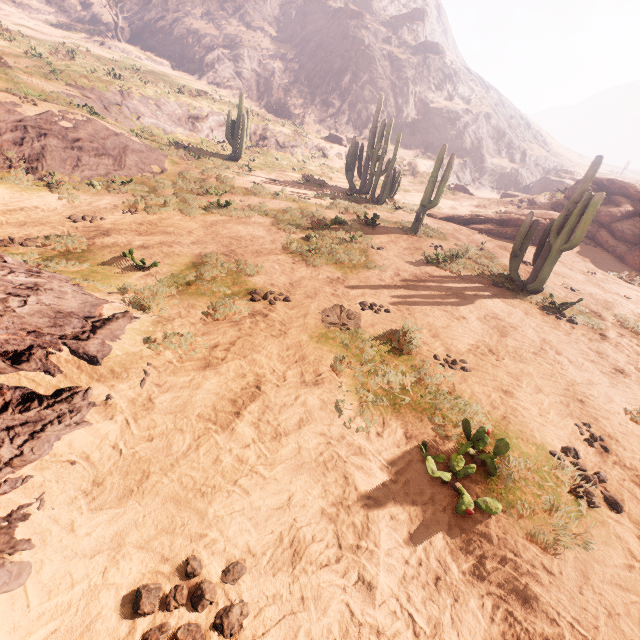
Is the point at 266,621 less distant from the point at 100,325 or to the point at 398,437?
the point at 398,437

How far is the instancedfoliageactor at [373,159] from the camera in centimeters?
1795cm

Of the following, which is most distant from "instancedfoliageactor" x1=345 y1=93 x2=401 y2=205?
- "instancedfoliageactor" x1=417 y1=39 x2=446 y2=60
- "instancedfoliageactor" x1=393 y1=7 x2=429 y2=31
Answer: "instancedfoliageactor" x1=393 y1=7 x2=429 y2=31

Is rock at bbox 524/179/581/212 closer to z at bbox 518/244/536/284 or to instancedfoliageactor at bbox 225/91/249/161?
z at bbox 518/244/536/284

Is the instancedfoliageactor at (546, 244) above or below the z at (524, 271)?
above

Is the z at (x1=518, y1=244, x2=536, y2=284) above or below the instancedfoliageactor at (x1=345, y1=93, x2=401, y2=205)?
below

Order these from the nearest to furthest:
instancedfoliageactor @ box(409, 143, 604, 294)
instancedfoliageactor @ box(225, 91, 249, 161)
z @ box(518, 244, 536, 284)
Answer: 1. instancedfoliageactor @ box(409, 143, 604, 294)
2. z @ box(518, 244, 536, 284)
3. instancedfoliageactor @ box(225, 91, 249, 161)

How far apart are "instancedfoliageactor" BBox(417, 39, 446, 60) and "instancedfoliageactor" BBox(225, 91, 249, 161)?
50.4m
